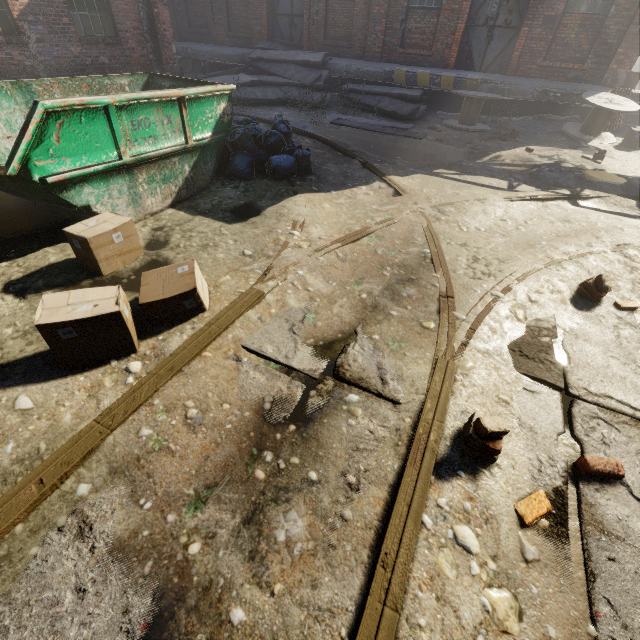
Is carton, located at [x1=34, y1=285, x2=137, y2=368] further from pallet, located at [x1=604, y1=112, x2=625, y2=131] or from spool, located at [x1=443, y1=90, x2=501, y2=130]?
pallet, located at [x1=604, y1=112, x2=625, y2=131]

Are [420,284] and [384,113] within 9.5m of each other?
no

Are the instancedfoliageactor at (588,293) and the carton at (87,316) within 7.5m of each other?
yes

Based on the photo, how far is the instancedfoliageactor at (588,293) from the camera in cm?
347

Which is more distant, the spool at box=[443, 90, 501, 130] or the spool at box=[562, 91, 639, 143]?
the spool at box=[443, 90, 501, 130]

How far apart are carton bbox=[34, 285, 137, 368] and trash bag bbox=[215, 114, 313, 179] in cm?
299

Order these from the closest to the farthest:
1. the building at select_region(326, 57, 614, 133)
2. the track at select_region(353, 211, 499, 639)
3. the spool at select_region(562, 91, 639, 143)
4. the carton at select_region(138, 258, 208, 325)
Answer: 1. the track at select_region(353, 211, 499, 639)
2. the carton at select_region(138, 258, 208, 325)
3. the spool at select_region(562, 91, 639, 143)
4. the building at select_region(326, 57, 614, 133)

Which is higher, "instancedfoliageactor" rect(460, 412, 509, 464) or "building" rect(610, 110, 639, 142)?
"building" rect(610, 110, 639, 142)
